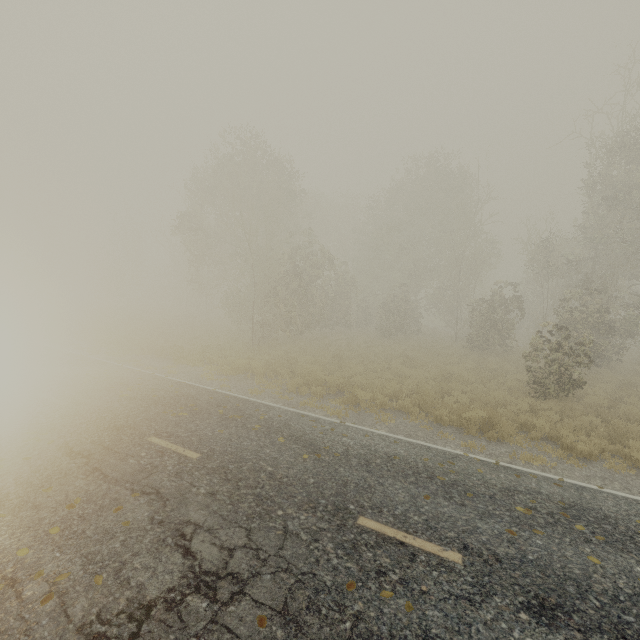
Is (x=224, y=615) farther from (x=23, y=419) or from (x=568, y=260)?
(x=568, y=260)
